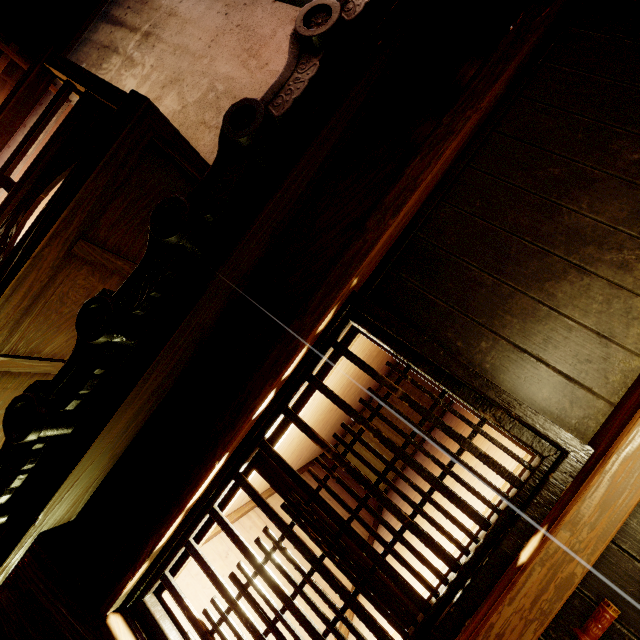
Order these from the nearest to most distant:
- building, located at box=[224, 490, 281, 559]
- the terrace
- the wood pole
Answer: the wood pole
the terrace
building, located at box=[224, 490, 281, 559]

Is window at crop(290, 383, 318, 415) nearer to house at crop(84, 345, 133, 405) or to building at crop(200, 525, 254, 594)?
building at crop(200, 525, 254, 594)

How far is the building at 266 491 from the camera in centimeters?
513cm

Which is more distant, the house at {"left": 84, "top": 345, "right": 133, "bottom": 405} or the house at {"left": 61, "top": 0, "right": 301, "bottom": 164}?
the house at {"left": 61, "top": 0, "right": 301, "bottom": 164}

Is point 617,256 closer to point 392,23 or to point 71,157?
point 392,23

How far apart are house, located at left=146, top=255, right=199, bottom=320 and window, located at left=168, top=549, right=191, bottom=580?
1.5m

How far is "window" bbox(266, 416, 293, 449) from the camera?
3.05m

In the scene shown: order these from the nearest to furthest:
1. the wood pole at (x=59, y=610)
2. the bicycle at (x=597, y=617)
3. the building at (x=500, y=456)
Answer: the bicycle at (x=597, y=617), the wood pole at (x=59, y=610), the building at (x=500, y=456)
